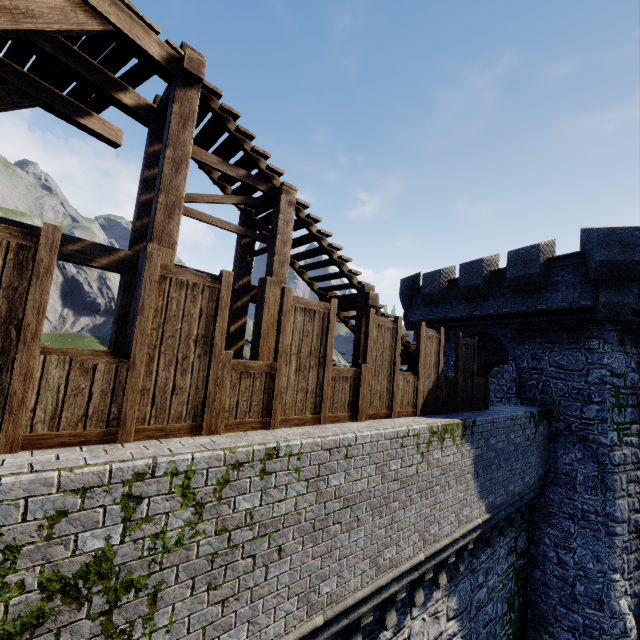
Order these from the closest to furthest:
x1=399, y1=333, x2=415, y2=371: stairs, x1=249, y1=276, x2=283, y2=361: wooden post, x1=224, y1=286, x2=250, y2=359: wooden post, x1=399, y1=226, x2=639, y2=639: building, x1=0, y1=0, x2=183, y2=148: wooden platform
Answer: x1=0, y1=0, x2=183, y2=148: wooden platform
x1=249, y1=276, x2=283, y2=361: wooden post
x1=224, y1=286, x2=250, y2=359: wooden post
x1=399, y1=333, x2=415, y2=371: stairs
x1=399, y1=226, x2=639, y2=639: building

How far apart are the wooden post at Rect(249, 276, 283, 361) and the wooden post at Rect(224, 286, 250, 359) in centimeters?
110cm

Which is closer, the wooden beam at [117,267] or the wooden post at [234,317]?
the wooden beam at [117,267]

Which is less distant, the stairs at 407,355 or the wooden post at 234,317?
the wooden post at 234,317

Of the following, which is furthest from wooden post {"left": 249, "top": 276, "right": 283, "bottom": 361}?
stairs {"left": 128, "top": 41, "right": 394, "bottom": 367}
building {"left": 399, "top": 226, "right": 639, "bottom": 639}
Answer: building {"left": 399, "top": 226, "right": 639, "bottom": 639}

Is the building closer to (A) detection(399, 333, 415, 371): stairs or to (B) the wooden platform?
(A) detection(399, 333, 415, 371): stairs

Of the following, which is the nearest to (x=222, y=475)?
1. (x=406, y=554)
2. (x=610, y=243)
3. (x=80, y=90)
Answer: (x=406, y=554)

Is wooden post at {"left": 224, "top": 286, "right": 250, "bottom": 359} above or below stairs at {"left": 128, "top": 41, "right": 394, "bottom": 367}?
below
